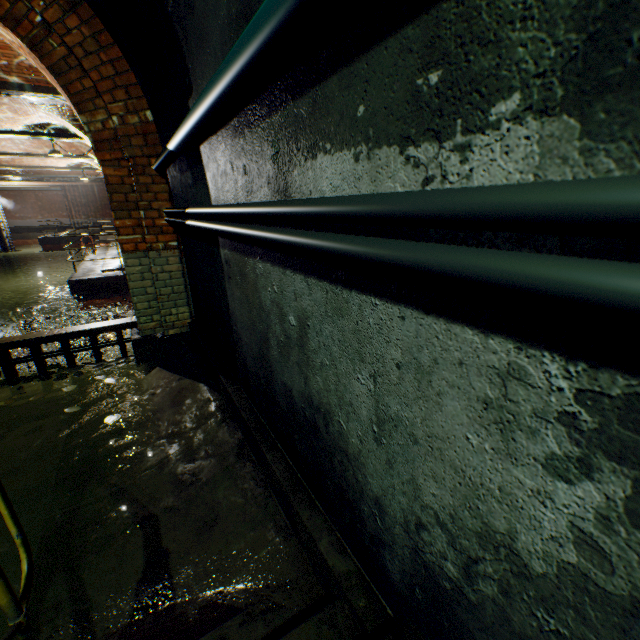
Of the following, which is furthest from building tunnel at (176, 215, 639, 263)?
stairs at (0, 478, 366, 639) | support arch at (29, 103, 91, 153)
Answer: support arch at (29, 103, 91, 153)

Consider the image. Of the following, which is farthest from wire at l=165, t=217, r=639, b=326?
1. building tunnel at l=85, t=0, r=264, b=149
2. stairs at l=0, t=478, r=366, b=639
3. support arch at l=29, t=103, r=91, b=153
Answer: support arch at l=29, t=103, r=91, b=153

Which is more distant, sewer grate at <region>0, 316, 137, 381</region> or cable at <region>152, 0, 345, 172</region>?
sewer grate at <region>0, 316, 137, 381</region>

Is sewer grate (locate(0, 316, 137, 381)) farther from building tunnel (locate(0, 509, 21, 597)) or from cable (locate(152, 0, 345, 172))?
cable (locate(152, 0, 345, 172))

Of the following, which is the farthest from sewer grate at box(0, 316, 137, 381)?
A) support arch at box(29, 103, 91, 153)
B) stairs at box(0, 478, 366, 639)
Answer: support arch at box(29, 103, 91, 153)

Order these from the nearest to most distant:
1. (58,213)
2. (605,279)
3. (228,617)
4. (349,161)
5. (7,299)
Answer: (605,279), (349,161), (228,617), (7,299), (58,213)

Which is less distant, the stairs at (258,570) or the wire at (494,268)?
the wire at (494,268)

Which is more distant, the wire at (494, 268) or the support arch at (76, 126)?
the support arch at (76, 126)
